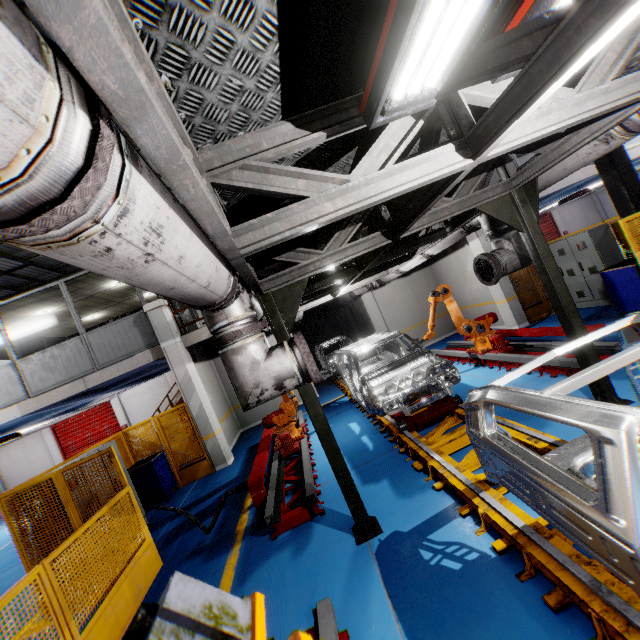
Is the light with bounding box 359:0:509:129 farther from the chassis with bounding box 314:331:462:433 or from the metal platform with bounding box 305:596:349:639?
the metal platform with bounding box 305:596:349:639

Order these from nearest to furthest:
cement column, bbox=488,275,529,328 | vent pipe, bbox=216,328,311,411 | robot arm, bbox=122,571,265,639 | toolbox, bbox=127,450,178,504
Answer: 1. robot arm, bbox=122,571,265,639
2. vent pipe, bbox=216,328,311,411
3. toolbox, bbox=127,450,178,504
4. cement column, bbox=488,275,529,328

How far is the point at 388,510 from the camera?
4.43m

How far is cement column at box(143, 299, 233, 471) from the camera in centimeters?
956cm

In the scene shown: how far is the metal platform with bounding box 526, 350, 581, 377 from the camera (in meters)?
5.68

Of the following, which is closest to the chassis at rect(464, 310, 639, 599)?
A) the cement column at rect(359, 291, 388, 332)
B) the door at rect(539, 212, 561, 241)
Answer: the cement column at rect(359, 291, 388, 332)

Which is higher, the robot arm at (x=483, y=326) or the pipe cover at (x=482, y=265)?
the pipe cover at (x=482, y=265)

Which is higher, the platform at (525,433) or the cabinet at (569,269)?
the cabinet at (569,269)
